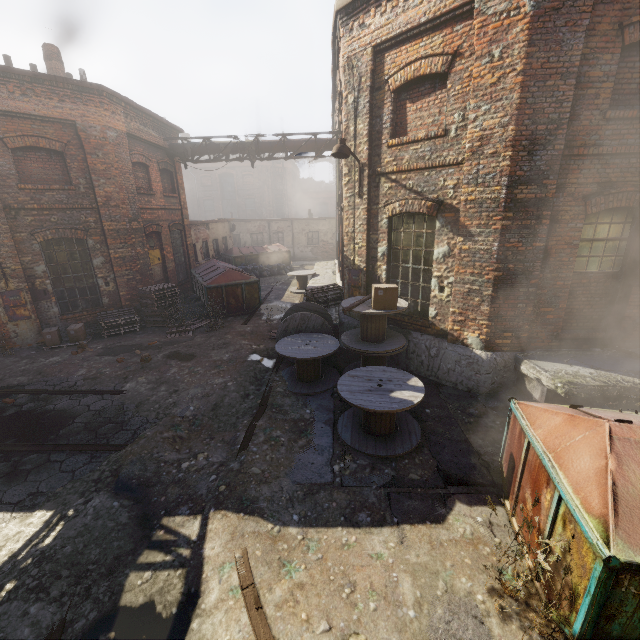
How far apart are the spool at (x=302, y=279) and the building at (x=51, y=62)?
11.6m

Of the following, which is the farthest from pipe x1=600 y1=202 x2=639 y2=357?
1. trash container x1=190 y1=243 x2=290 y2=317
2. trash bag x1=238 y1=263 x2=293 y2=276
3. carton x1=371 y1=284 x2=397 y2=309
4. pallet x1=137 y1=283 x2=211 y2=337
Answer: trash bag x1=238 y1=263 x2=293 y2=276

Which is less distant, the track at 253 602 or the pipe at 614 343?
the track at 253 602

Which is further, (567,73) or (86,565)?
(567,73)

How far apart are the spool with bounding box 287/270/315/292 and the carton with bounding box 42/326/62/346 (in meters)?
9.68

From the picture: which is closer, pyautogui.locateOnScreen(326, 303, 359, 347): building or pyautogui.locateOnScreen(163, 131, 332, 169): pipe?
pyautogui.locateOnScreen(326, 303, 359, 347): building

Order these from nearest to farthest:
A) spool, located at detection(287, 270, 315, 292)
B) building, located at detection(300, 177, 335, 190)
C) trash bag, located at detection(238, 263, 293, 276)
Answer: spool, located at detection(287, 270, 315, 292)
trash bag, located at detection(238, 263, 293, 276)
building, located at detection(300, 177, 335, 190)

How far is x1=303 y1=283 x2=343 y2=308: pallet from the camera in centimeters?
1064cm
